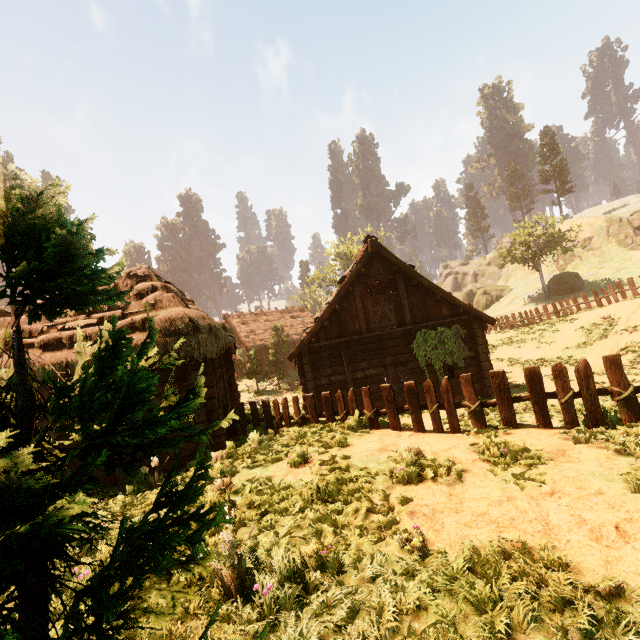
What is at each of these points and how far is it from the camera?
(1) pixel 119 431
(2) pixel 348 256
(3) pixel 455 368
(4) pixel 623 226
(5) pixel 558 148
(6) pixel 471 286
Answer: (1) treerock, 1.56m
(2) treerock, 44.66m
(3) building, 14.26m
(4) rock, 45.00m
(5) treerock, 53.38m
(6) rock, 56.16m

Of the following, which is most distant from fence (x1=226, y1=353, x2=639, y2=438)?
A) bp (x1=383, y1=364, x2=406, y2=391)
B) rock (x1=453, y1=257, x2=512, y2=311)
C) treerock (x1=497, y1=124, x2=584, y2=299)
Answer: rock (x1=453, y1=257, x2=512, y2=311)

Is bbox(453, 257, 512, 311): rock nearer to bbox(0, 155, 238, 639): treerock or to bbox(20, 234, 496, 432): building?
bbox(0, 155, 238, 639): treerock

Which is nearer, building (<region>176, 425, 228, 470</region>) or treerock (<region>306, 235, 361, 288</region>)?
building (<region>176, 425, 228, 470</region>)

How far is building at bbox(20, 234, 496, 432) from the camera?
9.0m

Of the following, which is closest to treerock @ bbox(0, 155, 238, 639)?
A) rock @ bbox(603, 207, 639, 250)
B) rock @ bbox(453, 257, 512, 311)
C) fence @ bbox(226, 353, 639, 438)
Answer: rock @ bbox(453, 257, 512, 311)

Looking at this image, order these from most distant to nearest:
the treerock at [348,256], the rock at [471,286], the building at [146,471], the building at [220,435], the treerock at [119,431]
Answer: the rock at [471,286] < the treerock at [348,256] < the building at [220,435] < the building at [146,471] < the treerock at [119,431]

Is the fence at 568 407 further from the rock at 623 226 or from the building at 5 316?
the rock at 623 226
